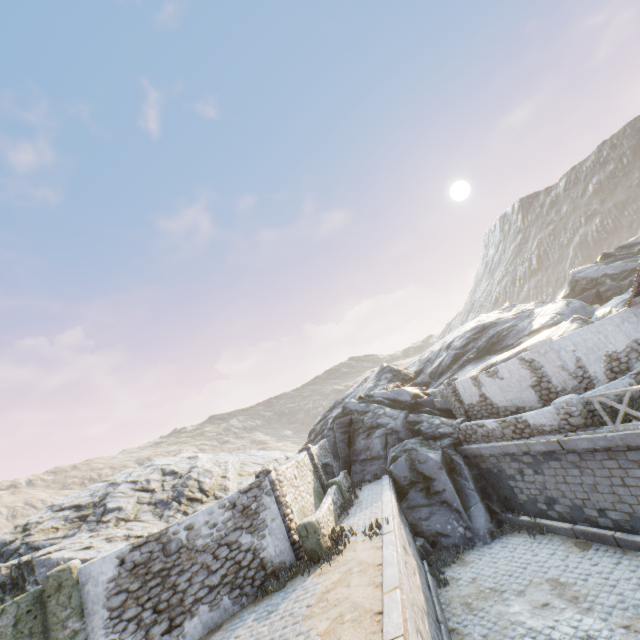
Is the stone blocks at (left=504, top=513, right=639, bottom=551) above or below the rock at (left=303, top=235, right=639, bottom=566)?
below

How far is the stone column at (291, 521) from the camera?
10.3m

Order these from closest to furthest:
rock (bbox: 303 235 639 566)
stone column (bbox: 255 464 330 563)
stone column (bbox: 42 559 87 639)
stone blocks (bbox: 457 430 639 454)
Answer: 1. stone column (bbox: 42 559 87 639)
2. stone blocks (bbox: 457 430 639 454)
3. stone column (bbox: 255 464 330 563)
4. rock (bbox: 303 235 639 566)

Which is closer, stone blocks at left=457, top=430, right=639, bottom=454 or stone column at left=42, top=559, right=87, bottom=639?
stone column at left=42, top=559, right=87, bottom=639

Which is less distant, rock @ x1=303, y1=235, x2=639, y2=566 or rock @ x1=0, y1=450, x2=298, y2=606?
rock @ x1=0, y1=450, x2=298, y2=606

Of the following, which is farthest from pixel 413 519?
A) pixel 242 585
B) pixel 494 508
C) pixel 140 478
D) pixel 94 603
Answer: pixel 140 478

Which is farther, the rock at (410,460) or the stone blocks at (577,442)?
the rock at (410,460)

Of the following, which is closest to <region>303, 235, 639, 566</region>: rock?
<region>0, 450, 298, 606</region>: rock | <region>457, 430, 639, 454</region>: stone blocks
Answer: <region>457, 430, 639, 454</region>: stone blocks
